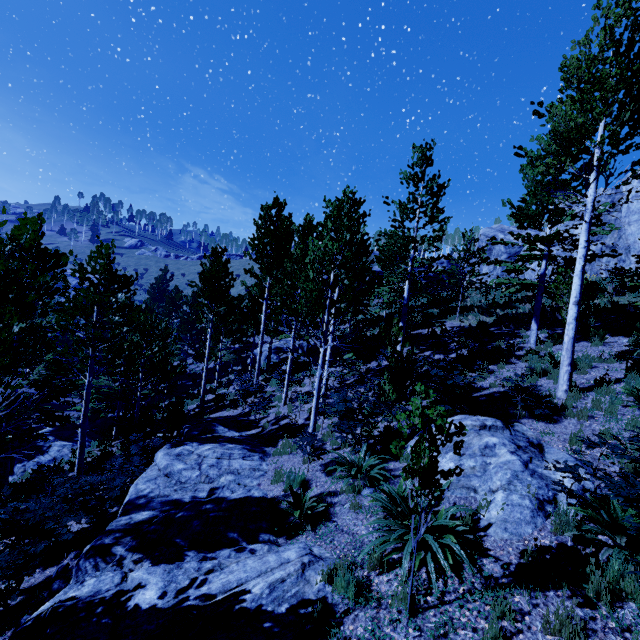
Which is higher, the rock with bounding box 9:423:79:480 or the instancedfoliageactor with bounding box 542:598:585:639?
the instancedfoliageactor with bounding box 542:598:585:639

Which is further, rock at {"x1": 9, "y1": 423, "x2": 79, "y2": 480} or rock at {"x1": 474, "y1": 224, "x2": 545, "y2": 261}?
rock at {"x1": 474, "y1": 224, "x2": 545, "y2": 261}

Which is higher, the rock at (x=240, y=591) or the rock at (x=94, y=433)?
the rock at (x=240, y=591)

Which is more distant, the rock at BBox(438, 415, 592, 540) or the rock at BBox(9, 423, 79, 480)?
the rock at BBox(9, 423, 79, 480)

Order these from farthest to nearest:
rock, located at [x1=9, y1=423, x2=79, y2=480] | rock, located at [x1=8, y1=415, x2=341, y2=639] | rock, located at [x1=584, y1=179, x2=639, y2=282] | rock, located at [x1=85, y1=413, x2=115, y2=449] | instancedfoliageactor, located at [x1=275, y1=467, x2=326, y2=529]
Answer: rock, located at [x1=584, y1=179, x2=639, y2=282] → rock, located at [x1=85, y1=413, x2=115, y2=449] → rock, located at [x1=9, y1=423, x2=79, y2=480] → instancedfoliageactor, located at [x1=275, y1=467, x2=326, y2=529] → rock, located at [x1=8, y1=415, x2=341, y2=639]

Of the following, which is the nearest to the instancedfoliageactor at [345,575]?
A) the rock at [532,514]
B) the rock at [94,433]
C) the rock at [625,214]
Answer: the rock at [94,433]

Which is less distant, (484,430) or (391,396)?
(484,430)

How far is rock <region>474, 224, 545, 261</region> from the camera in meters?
31.6
